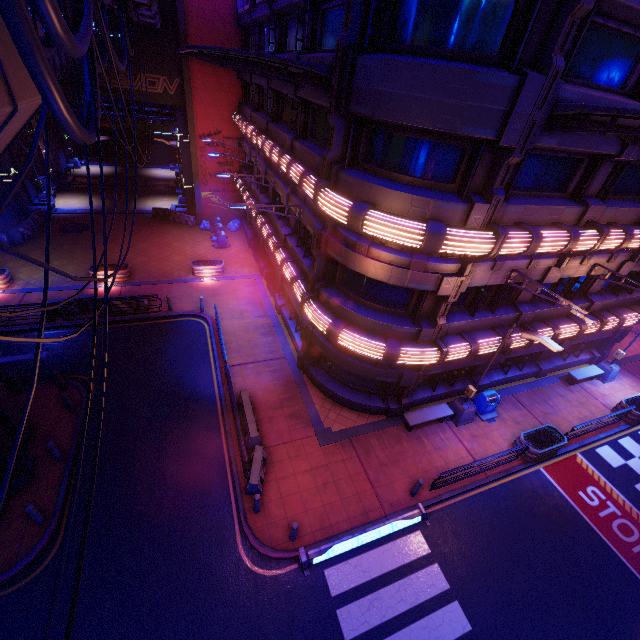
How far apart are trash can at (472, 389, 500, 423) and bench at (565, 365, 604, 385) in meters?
6.1

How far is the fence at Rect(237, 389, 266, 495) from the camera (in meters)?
11.45

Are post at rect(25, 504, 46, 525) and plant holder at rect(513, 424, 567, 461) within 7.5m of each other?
no

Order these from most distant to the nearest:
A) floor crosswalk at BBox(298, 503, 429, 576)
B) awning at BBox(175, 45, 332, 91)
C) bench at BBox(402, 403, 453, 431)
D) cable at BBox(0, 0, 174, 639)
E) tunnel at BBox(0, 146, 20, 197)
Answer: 1. tunnel at BBox(0, 146, 20, 197)
2. bench at BBox(402, 403, 453, 431)
3. floor crosswalk at BBox(298, 503, 429, 576)
4. awning at BBox(175, 45, 332, 91)
5. cable at BBox(0, 0, 174, 639)

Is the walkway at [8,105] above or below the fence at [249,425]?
above

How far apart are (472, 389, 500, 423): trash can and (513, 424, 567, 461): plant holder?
1.16m

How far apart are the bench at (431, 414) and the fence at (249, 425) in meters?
6.4

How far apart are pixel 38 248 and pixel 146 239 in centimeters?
705cm
